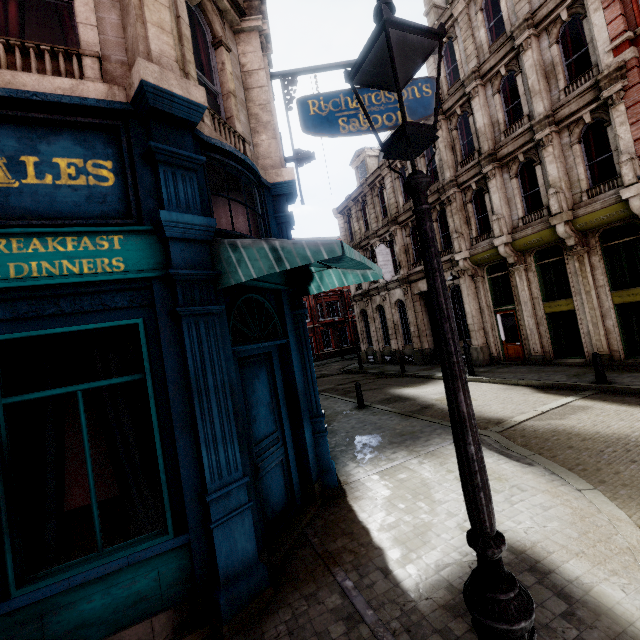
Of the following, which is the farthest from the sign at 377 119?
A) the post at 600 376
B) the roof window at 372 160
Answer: the roof window at 372 160

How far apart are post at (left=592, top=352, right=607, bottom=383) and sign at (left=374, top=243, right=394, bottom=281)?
12.24m

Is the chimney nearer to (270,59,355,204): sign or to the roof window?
the roof window

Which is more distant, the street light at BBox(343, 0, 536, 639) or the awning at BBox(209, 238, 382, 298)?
the awning at BBox(209, 238, 382, 298)

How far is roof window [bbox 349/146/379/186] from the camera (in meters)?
25.11

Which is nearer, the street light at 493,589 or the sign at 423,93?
the street light at 493,589

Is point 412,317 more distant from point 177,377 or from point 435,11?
point 177,377

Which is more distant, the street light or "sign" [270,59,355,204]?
"sign" [270,59,355,204]
